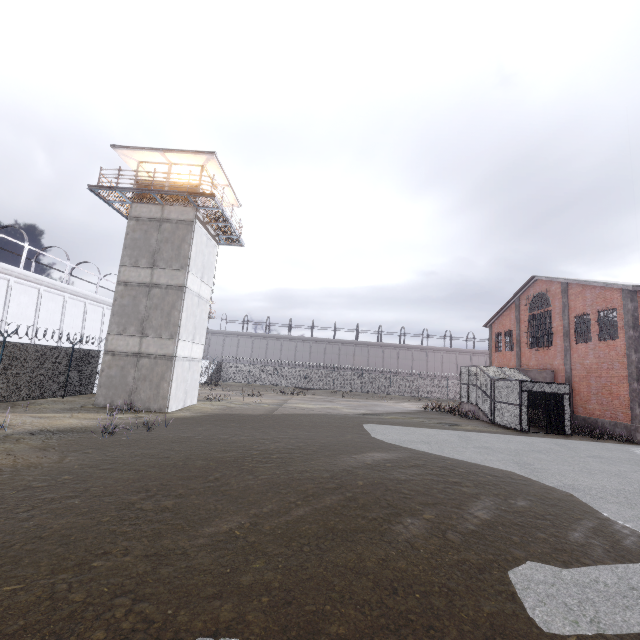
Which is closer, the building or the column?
the building

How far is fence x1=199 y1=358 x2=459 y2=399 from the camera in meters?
44.8

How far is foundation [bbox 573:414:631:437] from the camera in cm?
1884

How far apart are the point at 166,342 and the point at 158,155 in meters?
11.1

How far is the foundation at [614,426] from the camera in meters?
18.8

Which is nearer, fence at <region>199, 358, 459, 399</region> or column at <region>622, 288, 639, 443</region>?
column at <region>622, 288, 639, 443</region>

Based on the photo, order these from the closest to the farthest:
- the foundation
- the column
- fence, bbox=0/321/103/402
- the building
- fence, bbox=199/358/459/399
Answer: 1. fence, bbox=0/321/103/402
2. the building
3. the column
4. the foundation
5. fence, bbox=199/358/459/399

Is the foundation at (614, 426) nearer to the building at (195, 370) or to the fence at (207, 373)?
the fence at (207, 373)
